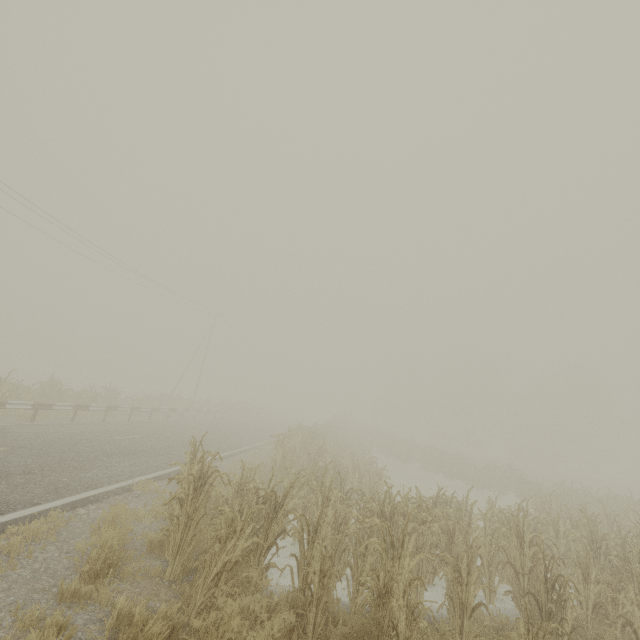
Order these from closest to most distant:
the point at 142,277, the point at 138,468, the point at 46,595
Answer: the point at 46,595 < the point at 138,468 < the point at 142,277
